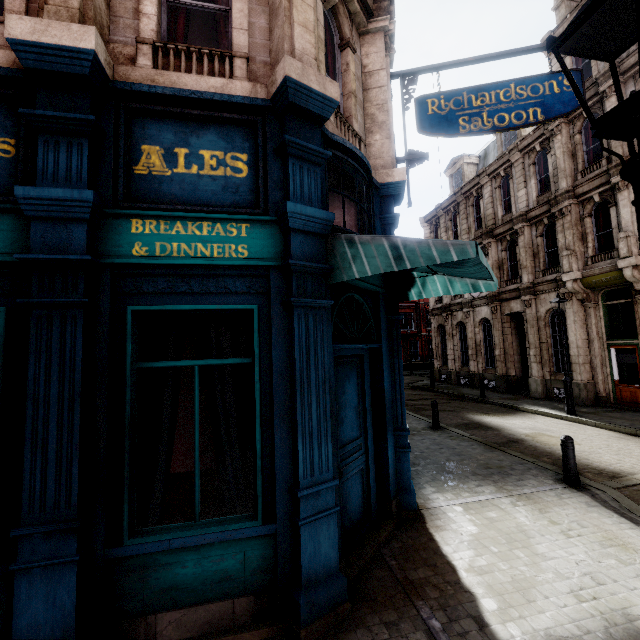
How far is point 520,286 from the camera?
17.50m

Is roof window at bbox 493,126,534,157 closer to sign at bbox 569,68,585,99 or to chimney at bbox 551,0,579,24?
chimney at bbox 551,0,579,24

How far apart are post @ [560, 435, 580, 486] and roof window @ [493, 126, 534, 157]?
18.3 meters

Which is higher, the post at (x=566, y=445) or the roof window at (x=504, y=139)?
the roof window at (x=504, y=139)

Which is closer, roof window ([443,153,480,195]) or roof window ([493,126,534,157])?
roof window ([493,126,534,157])

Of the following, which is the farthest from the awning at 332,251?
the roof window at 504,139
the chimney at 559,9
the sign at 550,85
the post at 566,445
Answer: the chimney at 559,9

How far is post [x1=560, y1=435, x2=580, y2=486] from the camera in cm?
647

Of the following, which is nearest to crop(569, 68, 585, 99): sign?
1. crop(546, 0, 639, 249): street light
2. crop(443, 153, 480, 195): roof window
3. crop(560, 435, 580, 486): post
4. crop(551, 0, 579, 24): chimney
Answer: crop(546, 0, 639, 249): street light
